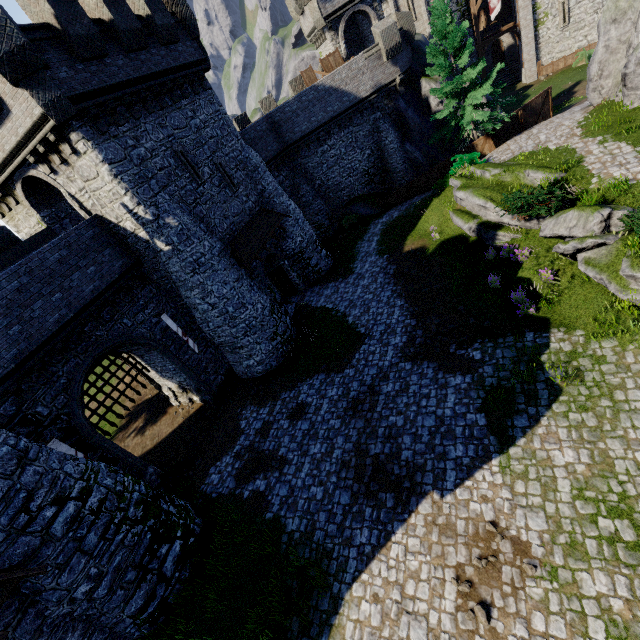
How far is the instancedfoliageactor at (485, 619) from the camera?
7.1m

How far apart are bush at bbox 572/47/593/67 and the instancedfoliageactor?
44.76m

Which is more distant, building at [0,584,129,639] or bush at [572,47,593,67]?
bush at [572,47,593,67]

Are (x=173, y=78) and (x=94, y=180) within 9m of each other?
yes

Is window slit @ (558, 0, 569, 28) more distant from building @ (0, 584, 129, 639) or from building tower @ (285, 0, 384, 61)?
building @ (0, 584, 129, 639)

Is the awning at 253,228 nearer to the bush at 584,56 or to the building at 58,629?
the building at 58,629

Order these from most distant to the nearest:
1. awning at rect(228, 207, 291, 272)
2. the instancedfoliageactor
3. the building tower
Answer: the building tower
awning at rect(228, 207, 291, 272)
the instancedfoliageactor

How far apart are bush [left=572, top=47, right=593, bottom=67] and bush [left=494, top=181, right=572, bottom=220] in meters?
29.9 m
